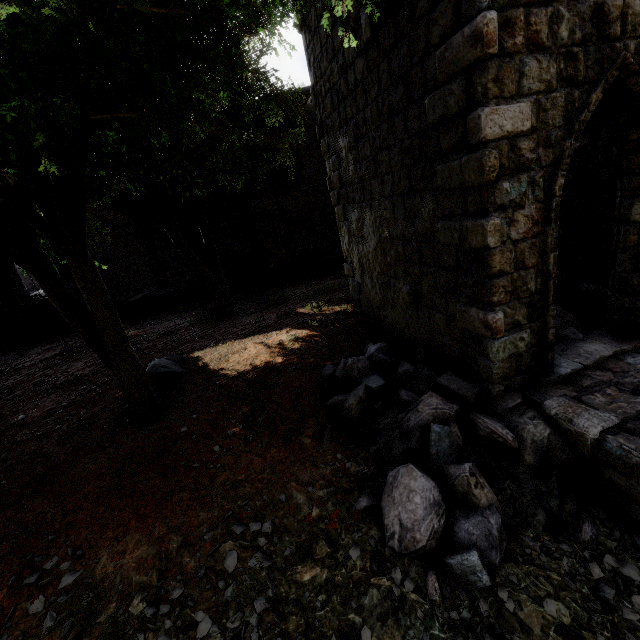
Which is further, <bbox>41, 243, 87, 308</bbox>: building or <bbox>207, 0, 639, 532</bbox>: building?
<bbox>41, 243, 87, 308</bbox>: building

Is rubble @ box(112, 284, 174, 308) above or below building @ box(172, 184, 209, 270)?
below

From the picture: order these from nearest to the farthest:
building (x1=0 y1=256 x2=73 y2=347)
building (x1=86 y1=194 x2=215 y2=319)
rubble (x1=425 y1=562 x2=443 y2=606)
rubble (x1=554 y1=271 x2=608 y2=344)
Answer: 1. rubble (x1=425 y1=562 x2=443 y2=606)
2. rubble (x1=554 y1=271 x2=608 y2=344)
3. building (x1=0 y1=256 x2=73 y2=347)
4. building (x1=86 y1=194 x2=215 y2=319)

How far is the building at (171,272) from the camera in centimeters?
1453cm

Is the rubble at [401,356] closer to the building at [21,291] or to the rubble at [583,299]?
the building at [21,291]

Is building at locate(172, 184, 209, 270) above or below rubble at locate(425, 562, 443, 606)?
above

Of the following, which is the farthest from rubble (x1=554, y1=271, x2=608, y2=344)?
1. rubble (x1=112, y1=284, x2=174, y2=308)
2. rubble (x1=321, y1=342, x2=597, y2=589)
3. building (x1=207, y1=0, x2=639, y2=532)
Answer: rubble (x1=112, y1=284, x2=174, y2=308)

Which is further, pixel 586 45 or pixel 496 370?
pixel 496 370
